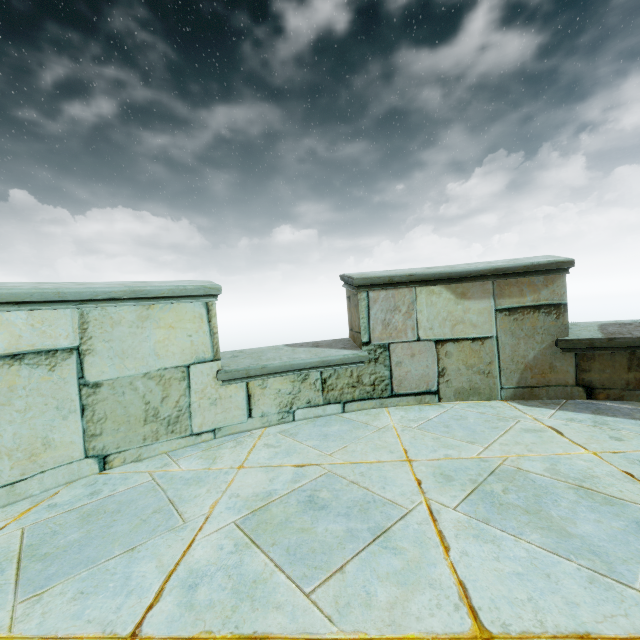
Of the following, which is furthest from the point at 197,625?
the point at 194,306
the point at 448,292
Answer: the point at 448,292
